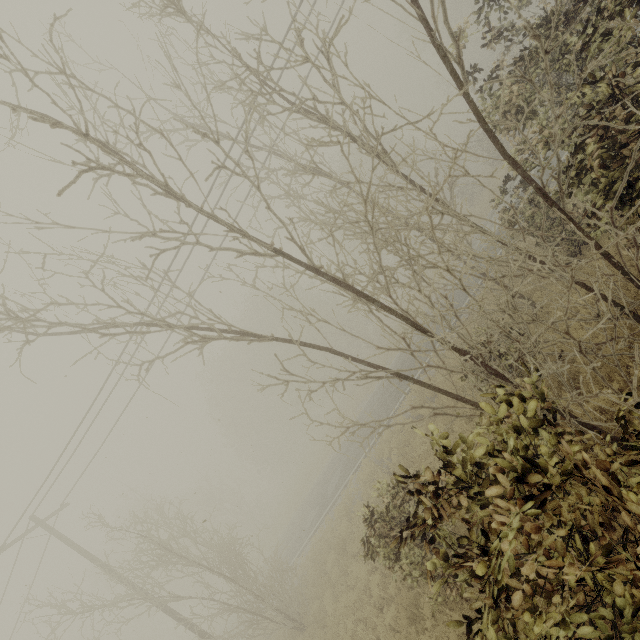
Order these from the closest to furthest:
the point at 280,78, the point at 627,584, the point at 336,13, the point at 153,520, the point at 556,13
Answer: the point at 627,584, the point at 556,13, the point at 280,78, the point at 336,13, the point at 153,520
